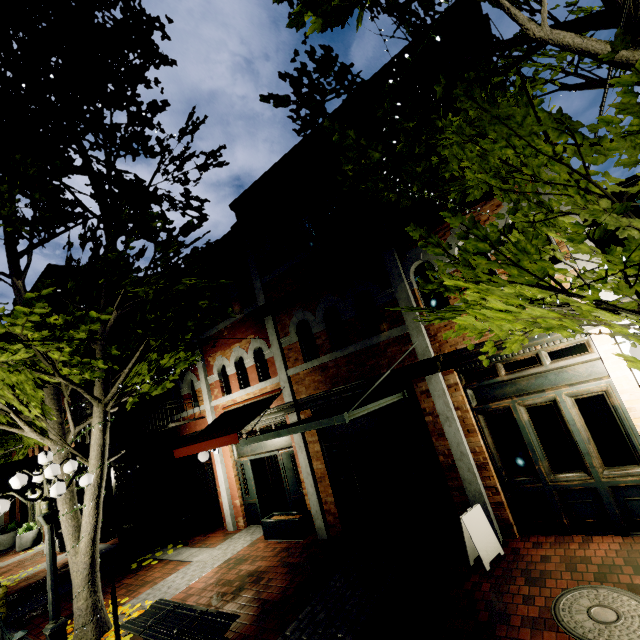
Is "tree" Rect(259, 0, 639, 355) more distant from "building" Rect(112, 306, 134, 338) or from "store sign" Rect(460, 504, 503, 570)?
"store sign" Rect(460, 504, 503, 570)

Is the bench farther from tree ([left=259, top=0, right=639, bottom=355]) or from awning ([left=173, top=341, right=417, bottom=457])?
awning ([left=173, top=341, right=417, bottom=457])

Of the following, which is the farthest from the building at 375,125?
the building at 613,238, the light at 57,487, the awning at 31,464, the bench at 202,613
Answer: the light at 57,487

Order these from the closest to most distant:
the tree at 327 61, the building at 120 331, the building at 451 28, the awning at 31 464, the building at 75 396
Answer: the tree at 327 61 → the building at 451 28 → the awning at 31 464 → the building at 75 396 → the building at 120 331

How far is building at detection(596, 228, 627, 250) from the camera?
30.5 meters

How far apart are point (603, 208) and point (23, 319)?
6.63m

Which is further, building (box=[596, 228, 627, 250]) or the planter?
building (box=[596, 228, 627, 250])

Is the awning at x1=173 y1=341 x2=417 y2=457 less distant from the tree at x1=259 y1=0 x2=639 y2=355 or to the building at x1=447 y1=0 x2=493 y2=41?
the building at x1=447 y1=0 x2=493 y2=41
